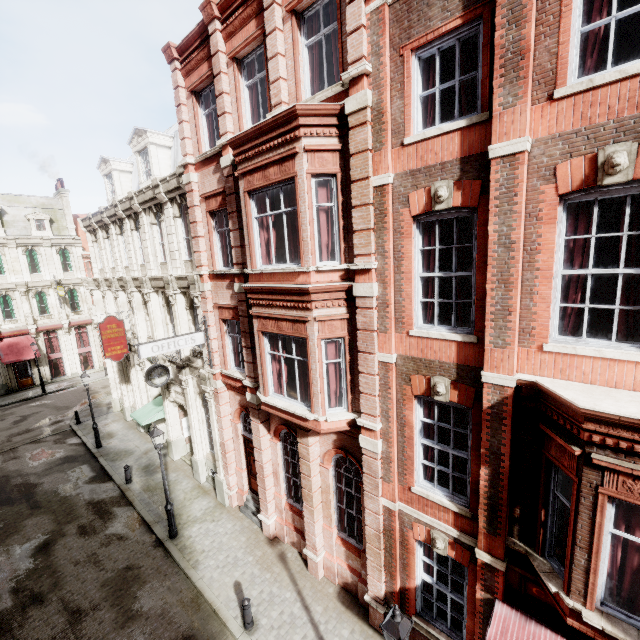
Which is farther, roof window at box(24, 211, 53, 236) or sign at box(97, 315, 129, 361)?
roof window at box(24, 211, 53, 236)

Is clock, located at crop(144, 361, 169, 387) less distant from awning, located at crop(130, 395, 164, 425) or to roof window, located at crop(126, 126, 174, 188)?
awning, located at crop(130, 395, 164, 425)

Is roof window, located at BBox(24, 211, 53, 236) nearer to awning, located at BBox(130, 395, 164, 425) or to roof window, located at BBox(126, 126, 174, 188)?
roof window, located at BBox(126, 126, 174, 188)

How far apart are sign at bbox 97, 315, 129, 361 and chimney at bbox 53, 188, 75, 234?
23.1 meters

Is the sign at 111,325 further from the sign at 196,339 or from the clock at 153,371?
the sign at 196,339

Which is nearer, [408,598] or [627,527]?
[627,527]

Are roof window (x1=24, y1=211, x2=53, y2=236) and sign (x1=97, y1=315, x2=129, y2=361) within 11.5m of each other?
no

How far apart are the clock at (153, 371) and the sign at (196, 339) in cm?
258
